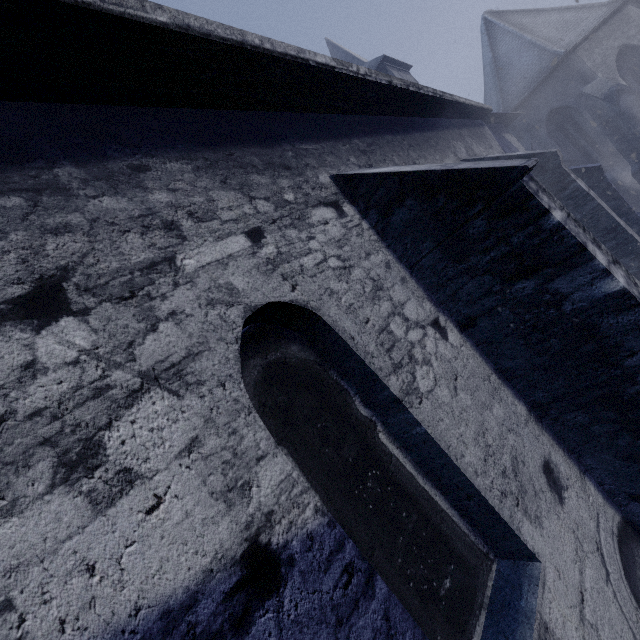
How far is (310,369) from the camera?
2.43m
